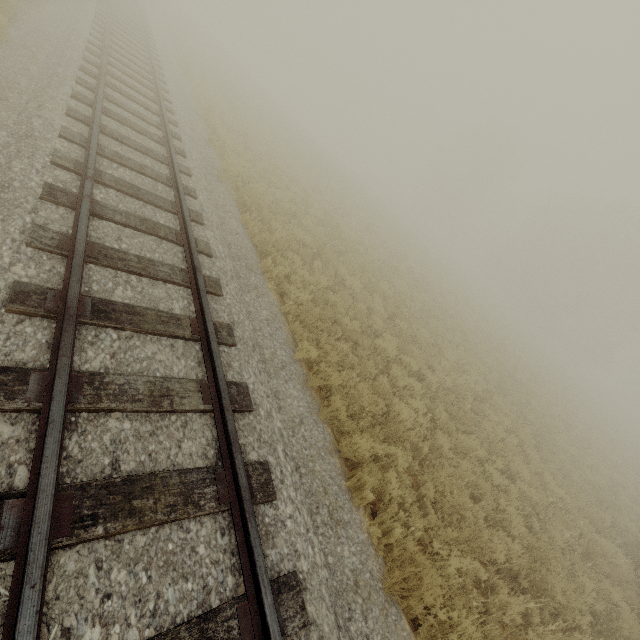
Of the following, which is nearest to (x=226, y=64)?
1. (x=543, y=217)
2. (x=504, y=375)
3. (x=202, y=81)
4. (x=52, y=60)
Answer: (x=202, y=81)
